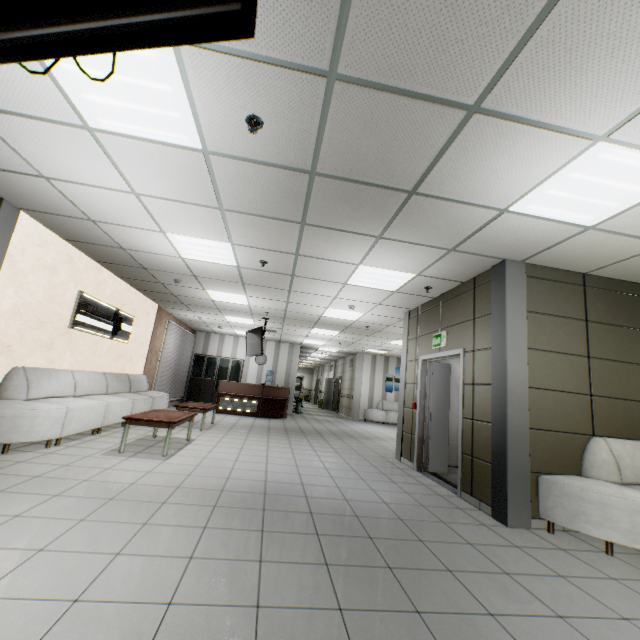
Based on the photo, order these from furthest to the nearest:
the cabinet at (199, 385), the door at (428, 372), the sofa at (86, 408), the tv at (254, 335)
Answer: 1. the cabinet at (199, 385)
2. the tv at (254, 335)
3. the door at (428, 372)
4. the sofa at (86, 408)

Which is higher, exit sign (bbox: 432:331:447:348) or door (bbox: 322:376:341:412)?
exit sign (bbox: 432:331:447:348)

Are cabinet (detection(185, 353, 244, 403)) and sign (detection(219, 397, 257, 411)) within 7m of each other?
yes

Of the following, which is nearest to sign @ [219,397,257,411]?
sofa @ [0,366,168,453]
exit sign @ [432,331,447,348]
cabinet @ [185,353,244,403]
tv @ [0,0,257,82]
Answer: sofa @ [0,366,168,453]

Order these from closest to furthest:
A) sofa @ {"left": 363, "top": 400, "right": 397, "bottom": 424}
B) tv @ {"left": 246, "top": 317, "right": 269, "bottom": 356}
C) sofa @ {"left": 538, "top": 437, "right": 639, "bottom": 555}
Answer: sofa @ {"left": 538, "top": 437, "right": 639, "bottom": 555}
tv @ {"left": 246, "top": 317, "right": 269, "bottom": 356}
sofa @ {"left": 363, "top": 400, "right": 397, "bottom": 424}

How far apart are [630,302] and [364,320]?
5.43m

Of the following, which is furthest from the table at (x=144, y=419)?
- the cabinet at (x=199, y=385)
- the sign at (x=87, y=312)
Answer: the cabinet at (x=199, y=385)

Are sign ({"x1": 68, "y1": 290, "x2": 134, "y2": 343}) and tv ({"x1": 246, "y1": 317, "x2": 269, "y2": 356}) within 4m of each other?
yes
